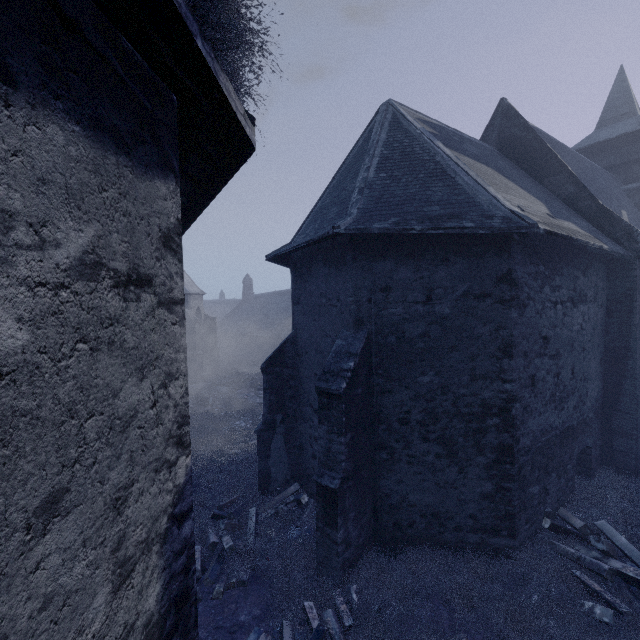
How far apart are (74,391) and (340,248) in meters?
6.4 m
